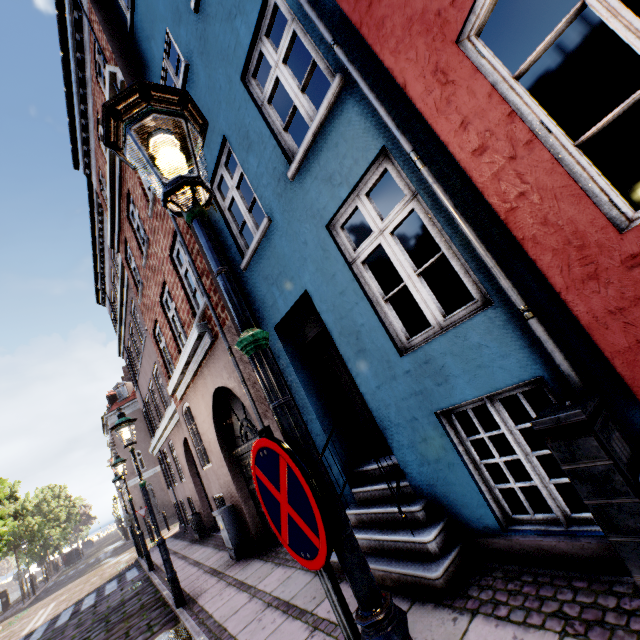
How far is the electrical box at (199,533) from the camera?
11.60m

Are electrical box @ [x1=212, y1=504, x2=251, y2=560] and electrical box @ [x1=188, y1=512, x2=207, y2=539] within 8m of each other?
yes

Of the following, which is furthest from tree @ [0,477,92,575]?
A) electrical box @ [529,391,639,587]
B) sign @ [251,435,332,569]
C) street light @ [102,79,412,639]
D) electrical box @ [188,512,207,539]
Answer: electrical box @ [188,512,207,539]

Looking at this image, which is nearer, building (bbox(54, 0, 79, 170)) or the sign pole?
the sign pole

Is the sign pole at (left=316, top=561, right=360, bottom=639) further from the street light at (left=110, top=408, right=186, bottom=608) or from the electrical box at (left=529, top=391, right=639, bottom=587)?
the electrical box at (left=529, top=391, right=639, bottom=587)

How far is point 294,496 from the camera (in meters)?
1.25

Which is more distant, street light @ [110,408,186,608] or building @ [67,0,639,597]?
street light @ [110,408,186,608]

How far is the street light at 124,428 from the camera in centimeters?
604cm
